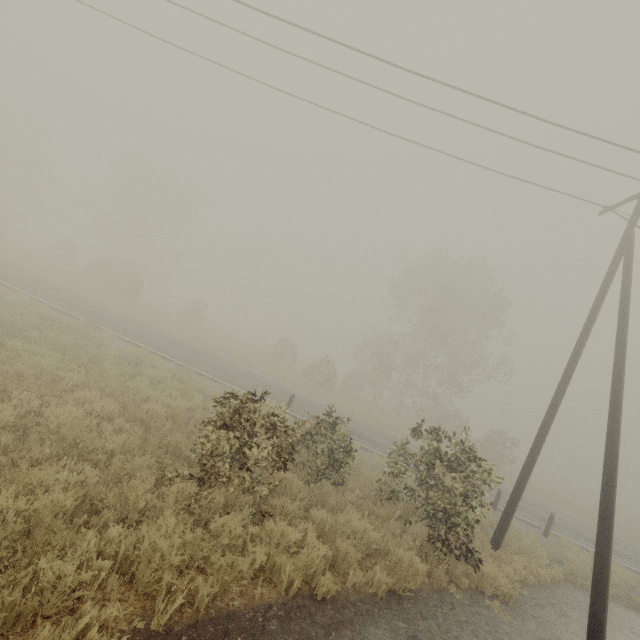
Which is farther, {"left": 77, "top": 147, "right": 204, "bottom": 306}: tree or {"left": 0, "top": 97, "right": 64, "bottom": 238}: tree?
{"left": 0, "top": 97, "right": 64, "bottom": 238}: tree

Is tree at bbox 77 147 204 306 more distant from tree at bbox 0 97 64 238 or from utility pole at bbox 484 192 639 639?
utility pole at bbox 484 192 639 639

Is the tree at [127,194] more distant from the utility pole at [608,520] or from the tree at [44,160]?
the utility pole at [608,520]

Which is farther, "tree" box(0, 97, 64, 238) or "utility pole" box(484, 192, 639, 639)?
"tree" box(0, 97, 64, 238)

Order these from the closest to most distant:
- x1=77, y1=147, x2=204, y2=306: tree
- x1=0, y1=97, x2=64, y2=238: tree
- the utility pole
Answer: the utility pole → x1=77, y1=147, x2=204, y2=306: tree → x1=0, y1=97, x2=64, y2=238: tree

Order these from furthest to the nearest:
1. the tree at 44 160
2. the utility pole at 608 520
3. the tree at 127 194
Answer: the tree at 44 160, the tree at 127 194, the utility pole at 608 520

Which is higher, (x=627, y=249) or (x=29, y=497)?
(x=627, y=249)
